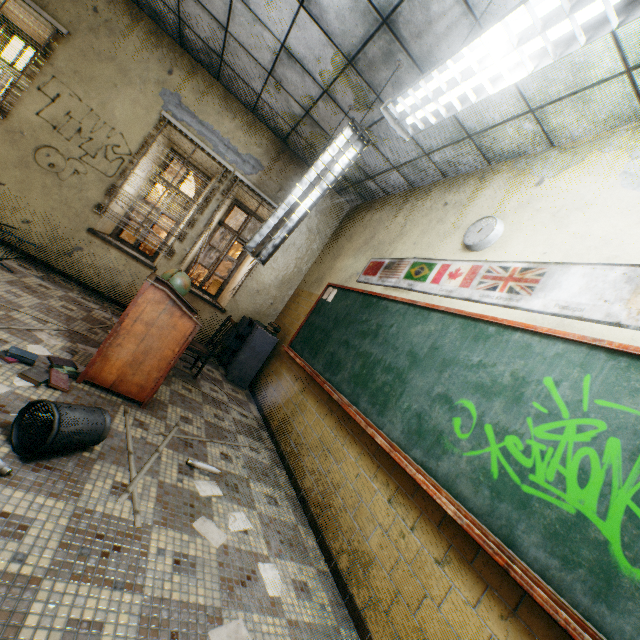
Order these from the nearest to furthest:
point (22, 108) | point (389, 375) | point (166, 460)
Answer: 1. point (166, 460)
2. point (389, 375)
3. point (22, 108)

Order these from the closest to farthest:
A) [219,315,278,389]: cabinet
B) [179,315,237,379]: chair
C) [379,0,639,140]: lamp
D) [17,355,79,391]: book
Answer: [379,0,639,140]: lamp
[17,355,79,391]: book
[179,315,237,379]: chair
[219,315,278,389]: cabinet

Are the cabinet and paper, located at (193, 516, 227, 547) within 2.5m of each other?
no

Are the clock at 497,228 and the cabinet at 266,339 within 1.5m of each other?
no

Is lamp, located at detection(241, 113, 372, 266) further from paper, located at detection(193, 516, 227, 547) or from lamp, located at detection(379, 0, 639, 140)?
paper, located at detection(193, 516, 227, 547)

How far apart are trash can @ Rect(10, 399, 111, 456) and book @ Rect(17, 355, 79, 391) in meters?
0.5

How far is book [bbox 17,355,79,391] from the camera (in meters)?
2.27

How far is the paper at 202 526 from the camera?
1.95m
